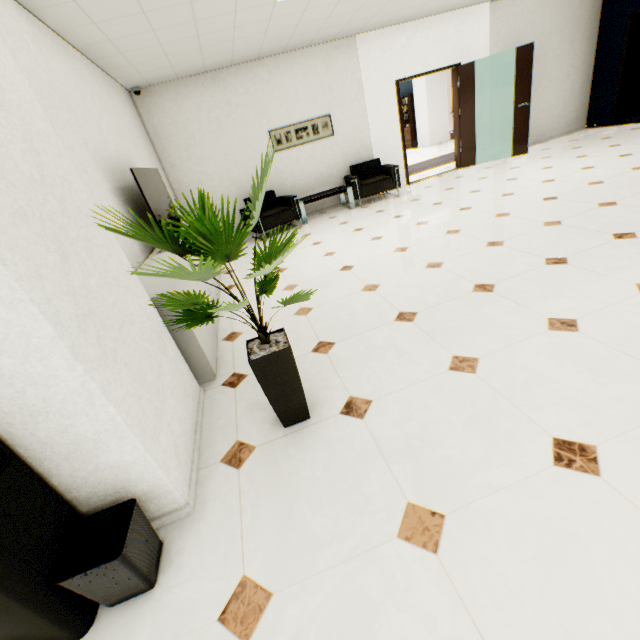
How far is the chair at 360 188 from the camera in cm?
666

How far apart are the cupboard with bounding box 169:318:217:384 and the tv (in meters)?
0.11

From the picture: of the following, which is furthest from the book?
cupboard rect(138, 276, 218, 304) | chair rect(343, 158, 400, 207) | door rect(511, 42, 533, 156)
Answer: cupboard rect(138, 276, 218, 304)

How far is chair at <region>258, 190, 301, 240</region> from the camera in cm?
629

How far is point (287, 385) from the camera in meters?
1.8

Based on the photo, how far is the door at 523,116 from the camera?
6.57m

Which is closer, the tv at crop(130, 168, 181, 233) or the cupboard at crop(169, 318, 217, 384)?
the cupboard at crop(169, 318, 217, 384)

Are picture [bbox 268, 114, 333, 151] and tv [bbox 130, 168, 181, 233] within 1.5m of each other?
no
